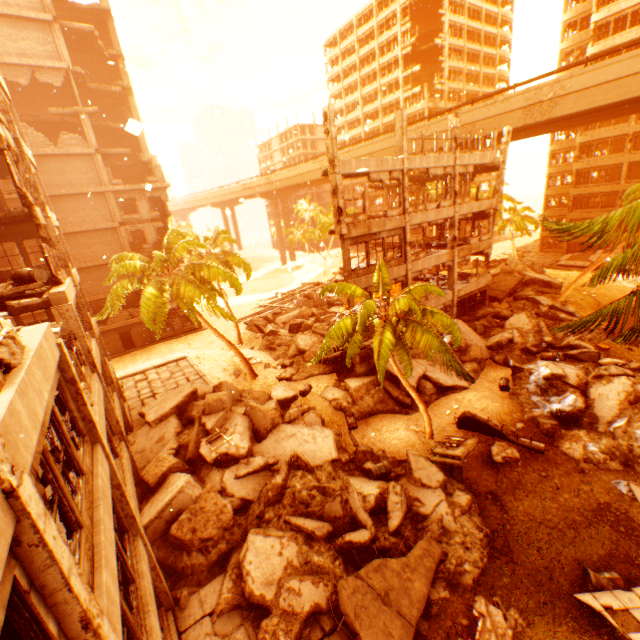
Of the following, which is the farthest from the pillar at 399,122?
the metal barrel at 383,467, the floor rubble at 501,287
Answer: the metal barrel at 383,467

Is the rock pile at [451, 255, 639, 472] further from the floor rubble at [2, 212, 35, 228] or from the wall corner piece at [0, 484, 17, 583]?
the floor rubble at [2, 212, 35, 228]

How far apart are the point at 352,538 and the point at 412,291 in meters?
9.1

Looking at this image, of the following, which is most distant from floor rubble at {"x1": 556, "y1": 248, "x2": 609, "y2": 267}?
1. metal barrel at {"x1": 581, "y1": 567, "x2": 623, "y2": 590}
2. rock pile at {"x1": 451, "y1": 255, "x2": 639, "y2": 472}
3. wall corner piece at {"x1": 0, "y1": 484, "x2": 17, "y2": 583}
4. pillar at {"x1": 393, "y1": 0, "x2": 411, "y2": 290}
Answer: metal barrel at {"x1": 581, "y1": 567, "x2": 623, "y2": 590}

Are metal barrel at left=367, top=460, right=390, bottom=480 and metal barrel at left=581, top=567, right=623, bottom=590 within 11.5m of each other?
yes

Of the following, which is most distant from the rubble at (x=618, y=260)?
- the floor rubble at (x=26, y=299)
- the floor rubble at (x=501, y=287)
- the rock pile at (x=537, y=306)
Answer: the floor rubble at (x=26, y=299)

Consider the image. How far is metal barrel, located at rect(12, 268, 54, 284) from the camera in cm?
1082

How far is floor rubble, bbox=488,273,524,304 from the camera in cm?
2828
